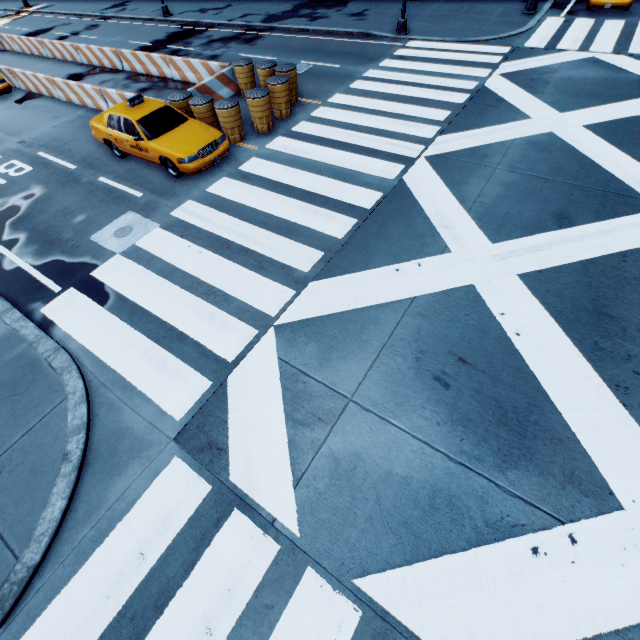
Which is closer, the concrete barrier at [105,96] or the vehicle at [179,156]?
the vehicle at [179,156]

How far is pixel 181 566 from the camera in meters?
4.2

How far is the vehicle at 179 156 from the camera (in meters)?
9.40

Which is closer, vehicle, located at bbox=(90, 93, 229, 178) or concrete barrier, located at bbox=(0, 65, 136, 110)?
vehicle, located at bbox=(90, 93, 229, 178)

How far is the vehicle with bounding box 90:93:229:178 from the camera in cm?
940
